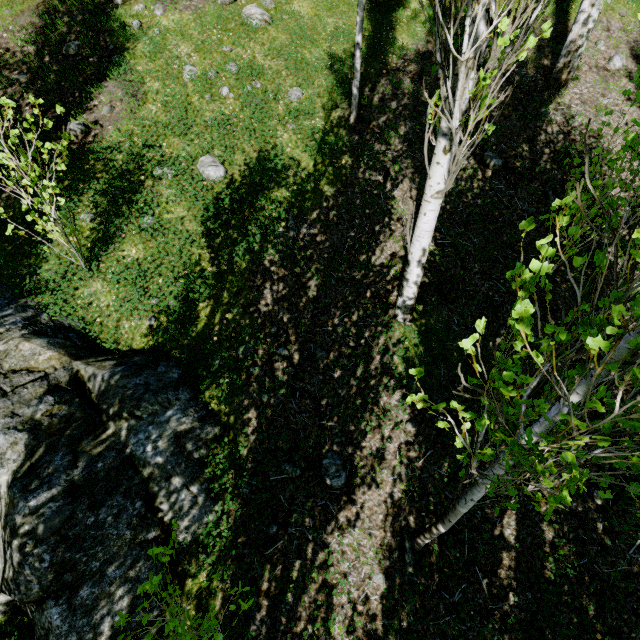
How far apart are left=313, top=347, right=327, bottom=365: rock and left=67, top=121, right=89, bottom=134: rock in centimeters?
520cm

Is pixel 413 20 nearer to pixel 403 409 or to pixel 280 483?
pixel 403 409

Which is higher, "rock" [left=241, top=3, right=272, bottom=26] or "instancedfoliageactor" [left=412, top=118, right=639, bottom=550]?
"rock" [left=241, top=3, right=272, bottom=26]

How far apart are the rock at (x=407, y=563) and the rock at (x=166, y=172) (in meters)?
5.93

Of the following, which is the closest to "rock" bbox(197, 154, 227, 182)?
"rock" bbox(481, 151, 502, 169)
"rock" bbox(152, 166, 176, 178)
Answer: "rock" bbox(152, 166, 176, 178)

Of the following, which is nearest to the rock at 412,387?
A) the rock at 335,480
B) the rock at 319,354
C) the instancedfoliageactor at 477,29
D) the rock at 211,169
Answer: the instancedfoliageactor at 477,29

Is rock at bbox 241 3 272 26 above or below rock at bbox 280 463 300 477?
above

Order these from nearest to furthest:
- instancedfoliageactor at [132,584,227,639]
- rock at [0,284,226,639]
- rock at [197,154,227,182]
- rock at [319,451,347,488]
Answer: instancedfoliageactor at [132,584,227,639] → rock at [0,284,226,639] → rock at [319,451,347,488] → rock at [197,154,227,182]
